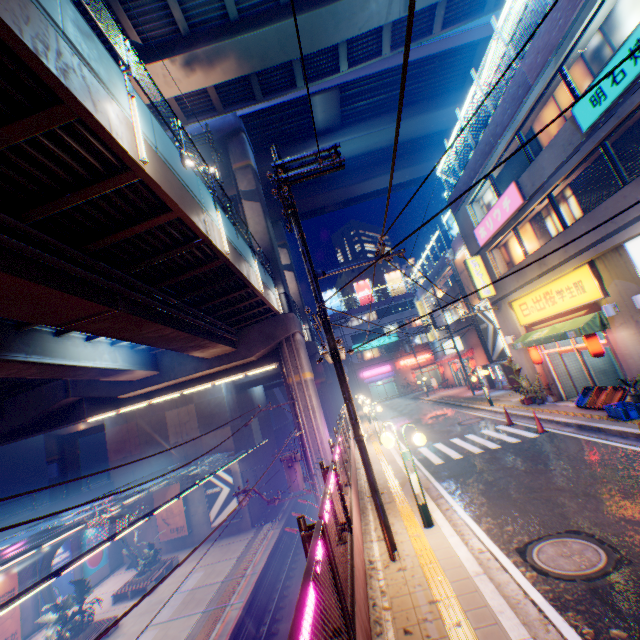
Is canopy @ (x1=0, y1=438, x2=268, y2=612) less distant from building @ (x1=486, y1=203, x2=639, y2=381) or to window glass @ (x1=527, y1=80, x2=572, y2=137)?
building @ (x1=486, y1=203, x2=639, y2=381)

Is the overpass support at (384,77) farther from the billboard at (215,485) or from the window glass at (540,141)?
the window glass at (540,141)

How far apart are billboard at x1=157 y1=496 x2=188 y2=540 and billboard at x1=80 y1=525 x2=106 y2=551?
4.0m

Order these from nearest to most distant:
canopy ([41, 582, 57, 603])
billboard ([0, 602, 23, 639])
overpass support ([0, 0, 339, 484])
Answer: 1. overpass support ([0, 0, 339, 484])
2. billboard ([0, 602, 23, 639])
3. canopy ([41, 582, 57, 603])

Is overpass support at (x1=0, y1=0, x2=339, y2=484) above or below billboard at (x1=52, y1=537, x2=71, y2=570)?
above

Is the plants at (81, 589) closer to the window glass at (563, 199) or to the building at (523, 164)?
the building at (523, 164)

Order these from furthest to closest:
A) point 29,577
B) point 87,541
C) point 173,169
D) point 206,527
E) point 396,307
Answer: point 396,307 → point 206,527 → point 87,541 → point 29,577 → point 173,169

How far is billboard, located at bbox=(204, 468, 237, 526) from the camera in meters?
28.2
